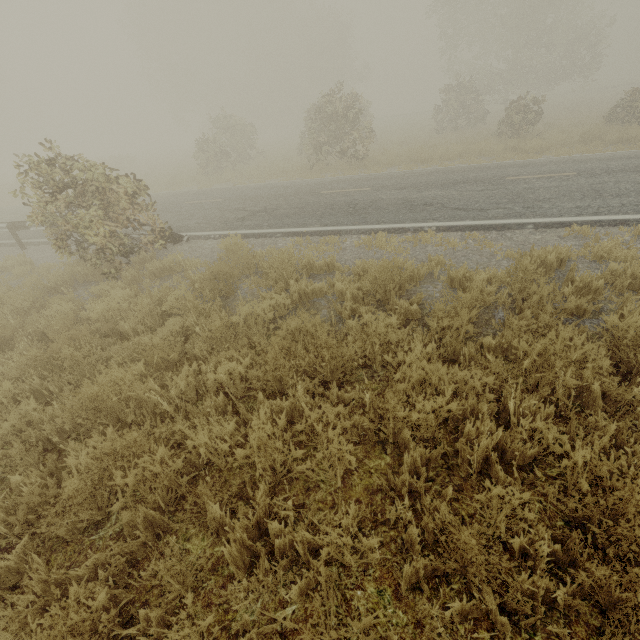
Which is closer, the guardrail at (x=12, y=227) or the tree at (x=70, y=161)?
the tree at (x=70, y=161)

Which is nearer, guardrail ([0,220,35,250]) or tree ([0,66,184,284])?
tree ([0,66,184,284])

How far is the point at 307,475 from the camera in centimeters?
307cm
